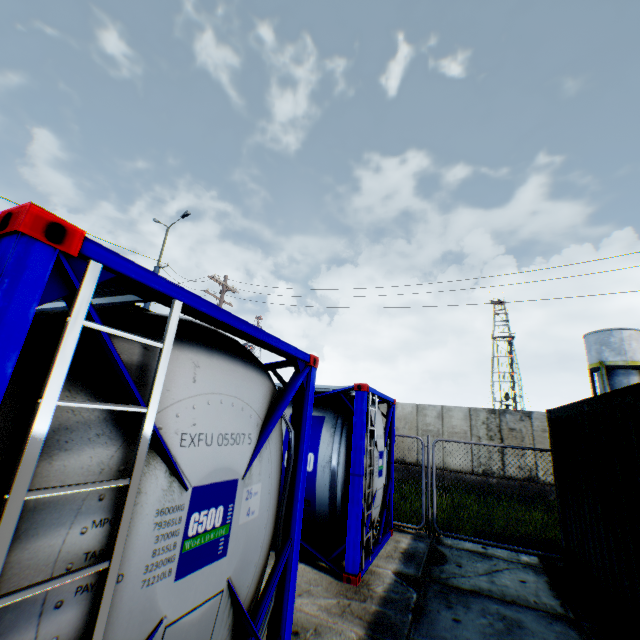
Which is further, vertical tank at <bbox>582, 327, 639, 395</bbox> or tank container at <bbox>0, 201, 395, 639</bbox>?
vertical tank at <bbox>582, 327, 639, 395</bbox>

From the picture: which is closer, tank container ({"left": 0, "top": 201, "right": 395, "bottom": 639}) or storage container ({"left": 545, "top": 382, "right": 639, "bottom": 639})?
tank container ({"left": 0, "top": 201, "right": 395, "bottom": 639})

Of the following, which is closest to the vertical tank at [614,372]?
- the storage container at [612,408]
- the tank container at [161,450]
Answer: the storage container at [612,408]

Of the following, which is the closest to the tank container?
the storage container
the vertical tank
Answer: the storage container

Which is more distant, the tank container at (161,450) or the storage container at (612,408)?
the storage container at (612,408)

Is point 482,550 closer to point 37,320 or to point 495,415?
point 37,320

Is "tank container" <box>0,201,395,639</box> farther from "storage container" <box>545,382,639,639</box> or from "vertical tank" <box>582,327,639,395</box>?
"vertical tank" <box>582,327,639,395</box>

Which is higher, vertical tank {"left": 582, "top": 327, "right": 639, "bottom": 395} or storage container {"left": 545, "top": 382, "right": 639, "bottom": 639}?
vertical tank {"left": 582, "top": 327, "right": 639, "bottom": 395}
